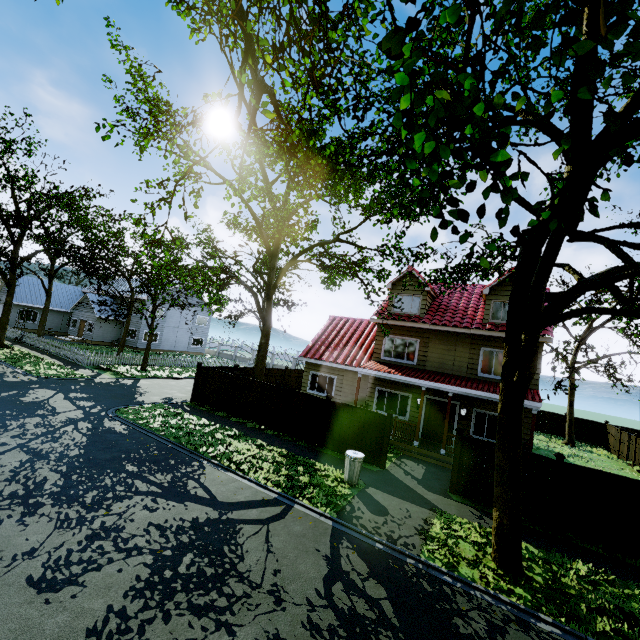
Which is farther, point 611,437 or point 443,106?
point 611,437

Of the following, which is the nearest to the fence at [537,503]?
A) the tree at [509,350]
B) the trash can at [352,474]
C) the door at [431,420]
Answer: the tree at [509,350]

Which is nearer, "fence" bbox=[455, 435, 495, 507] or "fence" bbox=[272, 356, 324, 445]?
"fence" bbox=[455, 435, 495, 507]

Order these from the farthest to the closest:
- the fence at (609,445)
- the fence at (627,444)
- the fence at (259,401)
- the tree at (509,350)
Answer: the fence at (609,445) → the fence at (627,444) → the fence at (259,401) → the tree at (509,350)

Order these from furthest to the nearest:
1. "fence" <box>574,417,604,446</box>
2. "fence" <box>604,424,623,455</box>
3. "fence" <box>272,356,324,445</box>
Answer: "fence" <box>574,417,604,446</box> → "fence" <box>604,424,623,455</box> → "fence" <box>272,356,324,445</box>
